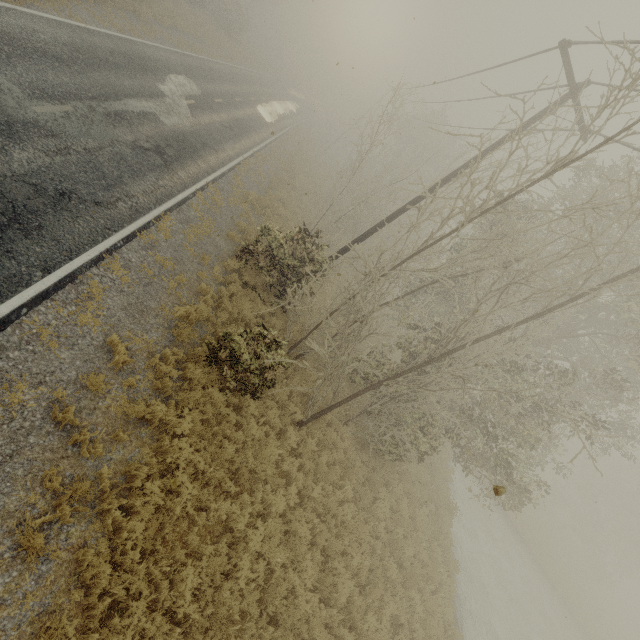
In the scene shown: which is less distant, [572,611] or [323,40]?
[572,611]
